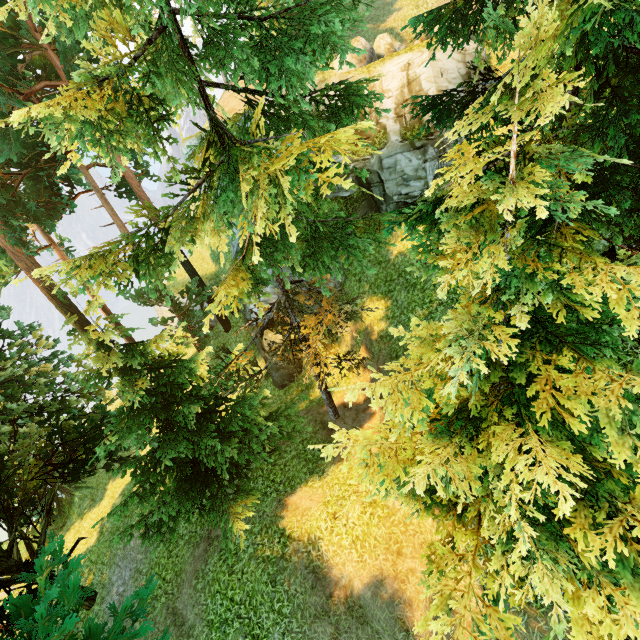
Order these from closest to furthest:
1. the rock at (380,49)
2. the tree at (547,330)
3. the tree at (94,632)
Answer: the tree at (547,330) < the tree at (94,632) < the rock at (380,49)

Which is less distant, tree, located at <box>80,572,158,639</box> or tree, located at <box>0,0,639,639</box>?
tree, located at <box>0,0,639,639</box>

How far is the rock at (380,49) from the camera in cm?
1543

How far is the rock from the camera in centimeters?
1543cm

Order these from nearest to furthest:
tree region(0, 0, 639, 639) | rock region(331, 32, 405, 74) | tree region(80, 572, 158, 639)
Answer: tree region(0, 0, 639, 639) < tree region(80, 572, 158, 639) < rock region(331, 32, 405, 74)

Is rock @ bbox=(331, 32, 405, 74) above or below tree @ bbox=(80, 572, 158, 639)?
above

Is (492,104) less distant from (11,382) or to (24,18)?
(24,18)

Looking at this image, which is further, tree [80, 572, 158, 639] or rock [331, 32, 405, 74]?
rock [331, 32, 405, 74]
